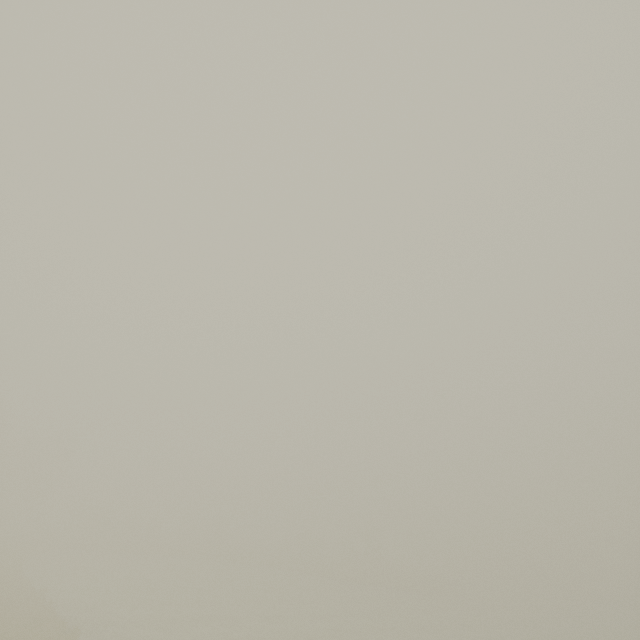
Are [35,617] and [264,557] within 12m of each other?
no
